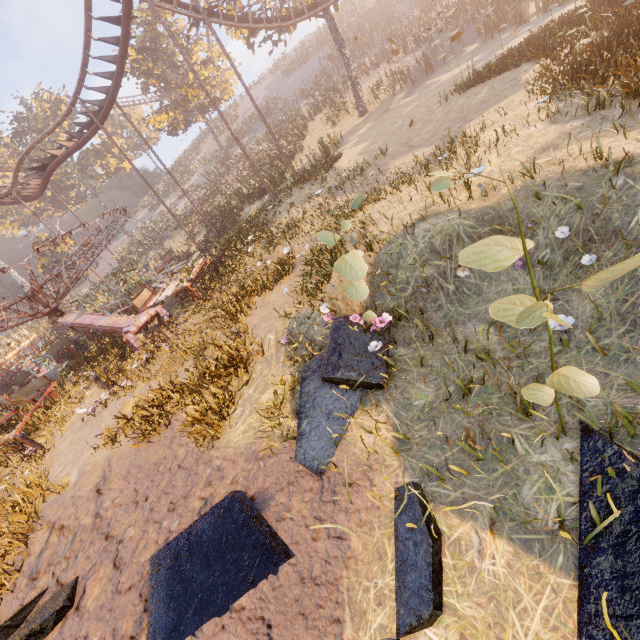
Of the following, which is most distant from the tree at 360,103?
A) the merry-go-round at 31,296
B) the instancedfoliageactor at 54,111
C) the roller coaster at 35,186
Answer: the instancedfoliageactor at 54,111

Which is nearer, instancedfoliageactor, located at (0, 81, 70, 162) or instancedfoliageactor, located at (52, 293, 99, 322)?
instancedfoliageactor, located at (52, 293, 99, 322)

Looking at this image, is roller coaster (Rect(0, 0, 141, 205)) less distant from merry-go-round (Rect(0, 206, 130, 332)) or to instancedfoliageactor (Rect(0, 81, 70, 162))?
instancedfoliageactor (Rect(0, 81, 70, 162))

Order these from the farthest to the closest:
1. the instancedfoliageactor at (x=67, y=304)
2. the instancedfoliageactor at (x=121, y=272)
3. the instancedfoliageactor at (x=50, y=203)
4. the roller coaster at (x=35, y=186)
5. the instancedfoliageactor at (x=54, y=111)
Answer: the instancedfoliageactor at (x=50, y=203), the instancedfoliageactor at (x=54, y=111), the instancedfoliageactor at (x=121, y=272), the roller coaster at (x=35, y=186), the instancedfoliageactor at (x=67, y=304)

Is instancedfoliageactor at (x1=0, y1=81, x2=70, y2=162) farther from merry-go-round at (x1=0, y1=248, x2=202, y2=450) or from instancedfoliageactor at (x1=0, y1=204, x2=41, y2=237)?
merry-go-round at (x1=0, y1=248, x2=202, y2=450)

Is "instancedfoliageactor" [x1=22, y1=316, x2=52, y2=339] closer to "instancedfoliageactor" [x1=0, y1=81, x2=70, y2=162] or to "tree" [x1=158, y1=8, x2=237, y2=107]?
"instancedfoliageactor" [x1=0, y1=81, x2=70, y2=162]

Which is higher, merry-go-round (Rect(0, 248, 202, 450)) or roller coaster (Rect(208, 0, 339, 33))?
roller coaster (Rect(208, 0, 339, 33))

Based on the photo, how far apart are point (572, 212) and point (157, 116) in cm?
4099
